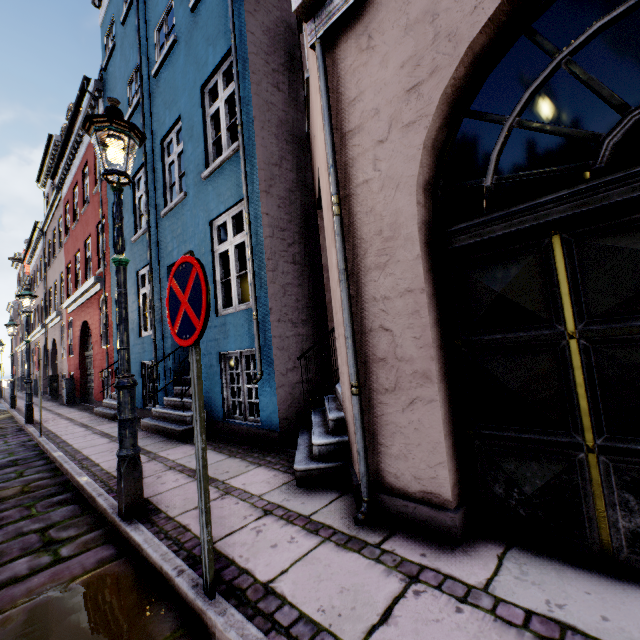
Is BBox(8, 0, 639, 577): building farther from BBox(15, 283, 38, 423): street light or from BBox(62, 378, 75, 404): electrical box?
BBox(15, 283, 38, 423): street light

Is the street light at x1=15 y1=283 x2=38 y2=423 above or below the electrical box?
above

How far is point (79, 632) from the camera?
1.78m

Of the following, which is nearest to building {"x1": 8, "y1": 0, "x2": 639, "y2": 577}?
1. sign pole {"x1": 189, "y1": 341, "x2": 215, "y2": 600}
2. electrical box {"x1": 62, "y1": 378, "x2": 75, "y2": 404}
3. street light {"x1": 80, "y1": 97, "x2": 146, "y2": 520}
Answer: electrical box {"x1": 62, "y1": 378, "x2": 75, "y2": 404}

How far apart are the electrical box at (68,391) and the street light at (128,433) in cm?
1387

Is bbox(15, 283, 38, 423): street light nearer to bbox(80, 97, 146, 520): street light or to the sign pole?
bbox(80, 97, 146, 520): street light

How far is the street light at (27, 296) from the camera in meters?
9.0
